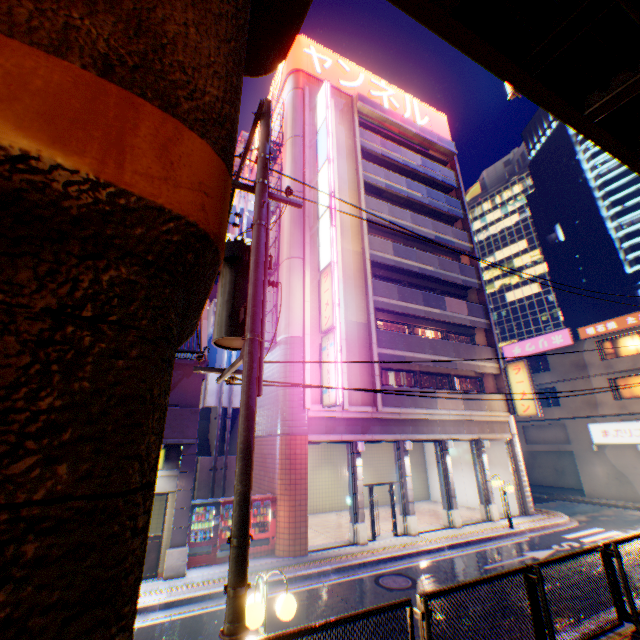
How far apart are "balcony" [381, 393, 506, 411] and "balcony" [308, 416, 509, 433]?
0.49m

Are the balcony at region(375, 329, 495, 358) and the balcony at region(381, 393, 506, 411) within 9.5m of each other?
yes

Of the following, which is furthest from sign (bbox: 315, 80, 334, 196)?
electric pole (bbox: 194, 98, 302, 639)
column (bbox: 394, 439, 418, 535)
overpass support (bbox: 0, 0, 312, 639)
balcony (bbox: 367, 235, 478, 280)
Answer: overpass support (bbox: 0, 0, 312, 639)

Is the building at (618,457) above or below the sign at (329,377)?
below

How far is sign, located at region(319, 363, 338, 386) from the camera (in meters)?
14.00

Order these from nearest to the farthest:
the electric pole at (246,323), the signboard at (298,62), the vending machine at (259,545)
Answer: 1. the electric pole at (246,323)
2. the vending machine at (259,545)
3. the signboard at (298,62)

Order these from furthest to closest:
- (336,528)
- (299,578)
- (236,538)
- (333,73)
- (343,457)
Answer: (333,73)
(343,457)
(336,528)
(299,578)
(236,538)

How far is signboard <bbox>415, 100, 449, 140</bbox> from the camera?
28.38m
